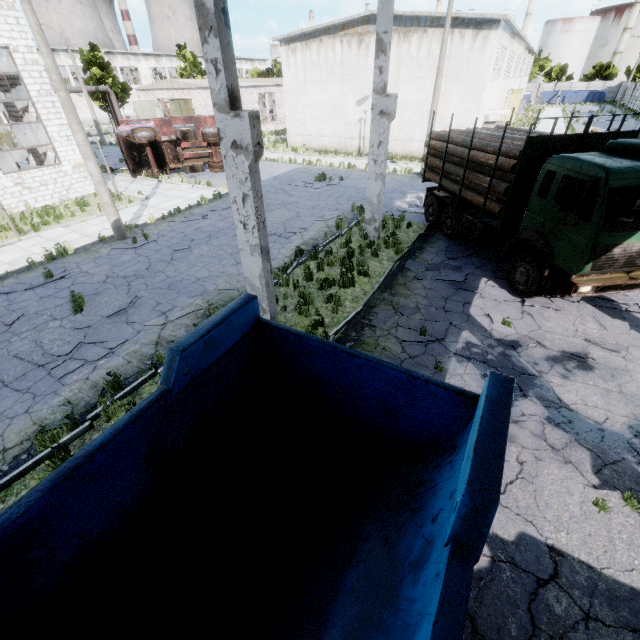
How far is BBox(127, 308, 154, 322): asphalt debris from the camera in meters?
8.9

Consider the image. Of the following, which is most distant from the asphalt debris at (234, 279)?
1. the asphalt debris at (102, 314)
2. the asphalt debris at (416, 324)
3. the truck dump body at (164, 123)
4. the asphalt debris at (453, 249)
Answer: the truck dump body at (164, 123)

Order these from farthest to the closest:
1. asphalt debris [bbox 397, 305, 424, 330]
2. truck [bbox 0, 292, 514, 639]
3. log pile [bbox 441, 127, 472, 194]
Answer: log pile [bbox 441, 127, 472, 194] → asphalt debris [bbox 397, 305, 424, 330] → truck [bbox 0, 292, 514, 639]

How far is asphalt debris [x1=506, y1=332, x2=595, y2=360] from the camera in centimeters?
738cm

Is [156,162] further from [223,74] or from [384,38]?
[223,74]

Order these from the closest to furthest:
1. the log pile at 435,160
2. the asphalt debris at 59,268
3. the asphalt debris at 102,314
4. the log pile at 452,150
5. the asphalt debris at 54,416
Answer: the asphalt debris at 54,416 < the asphalt debris at 102,314 < the asphalt debris at 59,268 < the log pile at 452,150 < the log pile at 435,160

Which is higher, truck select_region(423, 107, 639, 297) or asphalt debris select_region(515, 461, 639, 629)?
truck select_region(423, 107, 639, 297)

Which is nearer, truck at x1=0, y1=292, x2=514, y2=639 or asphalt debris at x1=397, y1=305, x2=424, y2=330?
truck at x1=0, y1=292, x2=514, y2=639
